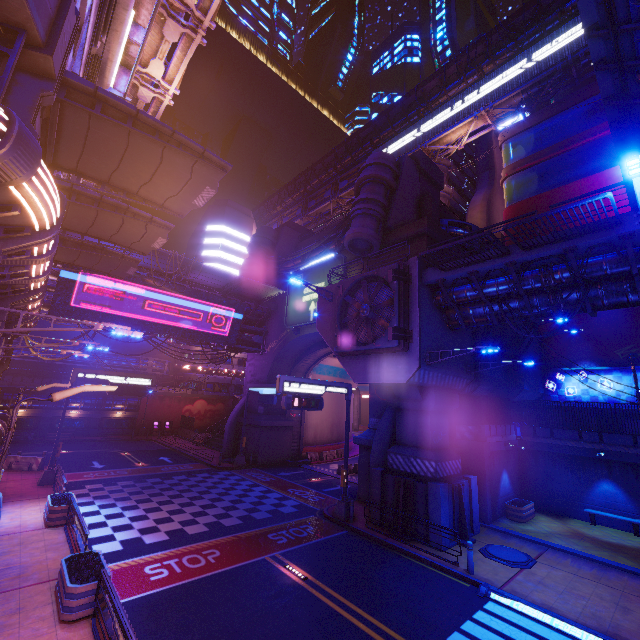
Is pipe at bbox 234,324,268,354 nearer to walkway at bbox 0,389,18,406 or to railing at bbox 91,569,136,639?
railing at bbox 91,569,136,639

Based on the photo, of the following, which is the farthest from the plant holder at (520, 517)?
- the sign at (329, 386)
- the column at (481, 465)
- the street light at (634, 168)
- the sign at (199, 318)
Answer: the sign at (199, 318)

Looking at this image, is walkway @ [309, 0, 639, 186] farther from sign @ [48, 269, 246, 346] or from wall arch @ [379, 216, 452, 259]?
sign @ [48, 269, 246, 346]

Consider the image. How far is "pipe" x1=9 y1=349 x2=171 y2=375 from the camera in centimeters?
3841cm

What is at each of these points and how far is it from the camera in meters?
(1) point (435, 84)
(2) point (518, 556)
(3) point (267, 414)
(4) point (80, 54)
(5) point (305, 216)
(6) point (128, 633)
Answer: (1) walkway, 41.2
(2) manhole, 13.9
(3) wall arch, 31.9
(4) sign, 10.6
(5) pipe, 59.9
(6) railing, 6.6

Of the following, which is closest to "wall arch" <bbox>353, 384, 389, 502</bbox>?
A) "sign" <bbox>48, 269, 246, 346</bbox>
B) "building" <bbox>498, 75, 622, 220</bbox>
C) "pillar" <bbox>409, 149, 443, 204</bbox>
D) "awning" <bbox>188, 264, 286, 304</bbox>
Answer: "awning" <bbox>188, 264, 286, 304</bbox>

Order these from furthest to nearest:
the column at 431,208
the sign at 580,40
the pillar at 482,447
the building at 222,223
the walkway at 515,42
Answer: the building at 222,223 < the walkway at 515,42 < the sign at 580,40 < the column at 431,208 < the pillar at 482,447

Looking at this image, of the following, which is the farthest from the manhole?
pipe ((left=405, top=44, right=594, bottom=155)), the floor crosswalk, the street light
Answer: pipe ((left=405, top=44, right=594, bottom=155))
